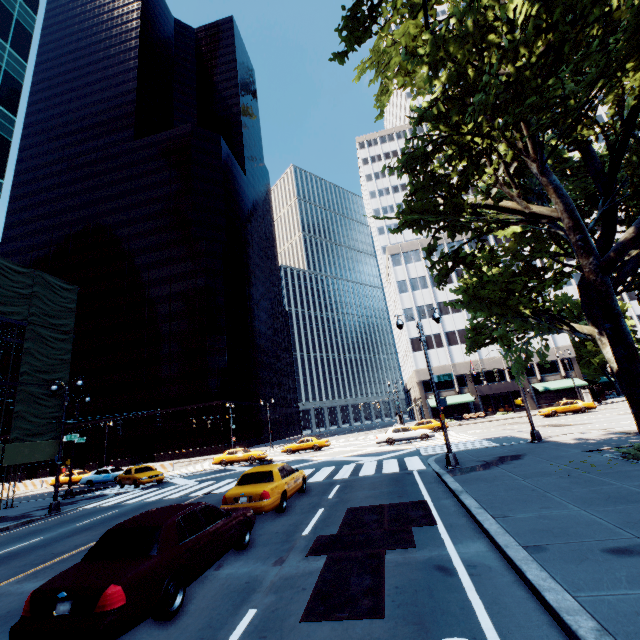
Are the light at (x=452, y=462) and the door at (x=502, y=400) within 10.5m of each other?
no

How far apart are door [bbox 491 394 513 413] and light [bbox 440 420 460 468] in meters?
43.0

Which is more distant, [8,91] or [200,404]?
Answer: [200,404]

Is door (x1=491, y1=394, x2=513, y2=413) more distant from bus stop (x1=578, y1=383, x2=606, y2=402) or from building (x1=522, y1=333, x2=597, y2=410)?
bus stop (x1=578, y1=383, x2=606, y2=402)

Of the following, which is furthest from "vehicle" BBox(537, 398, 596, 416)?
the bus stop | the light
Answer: the light

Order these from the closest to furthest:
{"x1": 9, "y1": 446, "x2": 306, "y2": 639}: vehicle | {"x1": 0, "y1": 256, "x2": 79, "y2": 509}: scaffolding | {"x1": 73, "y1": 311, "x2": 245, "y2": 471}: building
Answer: {"x1": 9, "y1": 446, "x2": 306, "y2": 639}: vehicle < {"x1": 0, "y1": 256, "x2": 79, "y2": 509}: scaffolding < {"x1": 73, "y1": 311, "x2": 245, "y2": 471}: building

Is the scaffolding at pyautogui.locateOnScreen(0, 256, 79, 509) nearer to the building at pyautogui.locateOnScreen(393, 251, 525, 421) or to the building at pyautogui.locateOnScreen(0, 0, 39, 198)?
the building at pyautogui.locateOnScreen(0, 0, 39, 198)

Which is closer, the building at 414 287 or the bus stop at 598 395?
the bus stop at 598 395
